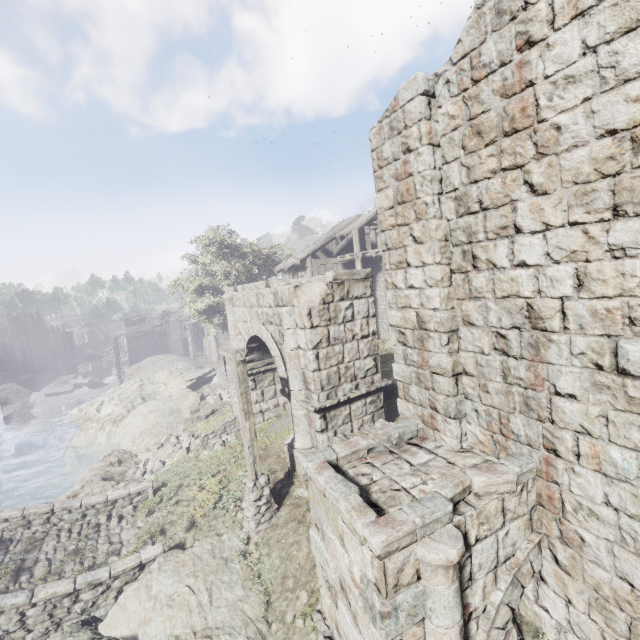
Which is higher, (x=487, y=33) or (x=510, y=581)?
(x=487, y=33)

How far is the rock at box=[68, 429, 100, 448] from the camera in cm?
2093

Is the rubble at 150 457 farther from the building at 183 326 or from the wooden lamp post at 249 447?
the building at 183 326

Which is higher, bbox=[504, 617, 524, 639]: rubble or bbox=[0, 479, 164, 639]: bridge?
bbox=[504, 617, 524, 639]: rubble

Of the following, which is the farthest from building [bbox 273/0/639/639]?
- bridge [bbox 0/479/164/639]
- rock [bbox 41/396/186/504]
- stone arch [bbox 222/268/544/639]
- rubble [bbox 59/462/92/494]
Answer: rubble [bbox 59/462/92/494]

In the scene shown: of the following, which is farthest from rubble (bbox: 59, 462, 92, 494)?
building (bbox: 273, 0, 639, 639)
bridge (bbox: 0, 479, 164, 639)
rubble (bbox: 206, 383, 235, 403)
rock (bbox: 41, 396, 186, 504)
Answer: building (bbox: 273, 0, 639, 639)

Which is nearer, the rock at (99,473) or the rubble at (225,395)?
the rock at (99,473)

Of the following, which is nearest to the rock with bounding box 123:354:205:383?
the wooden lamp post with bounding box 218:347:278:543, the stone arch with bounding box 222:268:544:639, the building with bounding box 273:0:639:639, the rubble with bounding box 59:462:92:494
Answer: the rubble with bounding box 59:462:92:494
